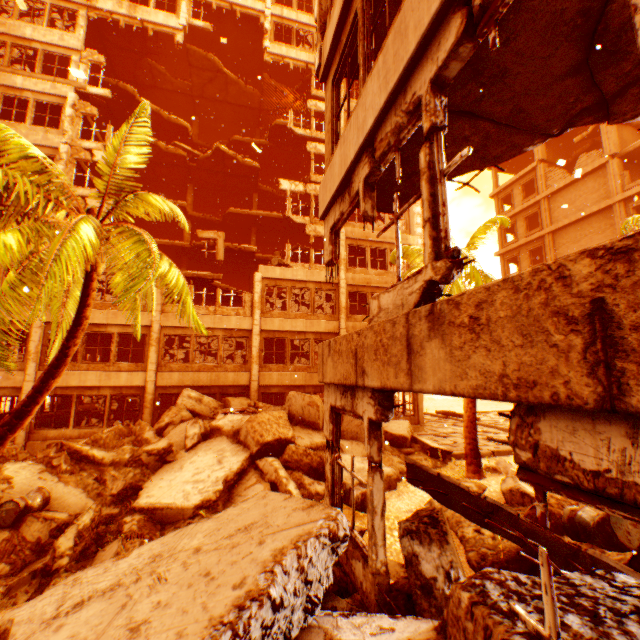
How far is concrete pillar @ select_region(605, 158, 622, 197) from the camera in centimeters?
2138cm

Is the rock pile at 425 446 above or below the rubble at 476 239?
below

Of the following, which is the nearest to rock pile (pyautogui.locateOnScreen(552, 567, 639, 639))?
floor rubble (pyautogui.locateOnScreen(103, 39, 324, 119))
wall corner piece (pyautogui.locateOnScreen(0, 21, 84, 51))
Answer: wall corner piece (pyautogui.locateOnScreen(0, 21, 84, 51))

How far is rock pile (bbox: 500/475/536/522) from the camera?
6.5m

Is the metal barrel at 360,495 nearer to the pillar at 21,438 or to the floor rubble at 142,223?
the pillar at 21,438

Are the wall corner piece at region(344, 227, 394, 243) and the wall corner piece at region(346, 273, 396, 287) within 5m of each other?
yes

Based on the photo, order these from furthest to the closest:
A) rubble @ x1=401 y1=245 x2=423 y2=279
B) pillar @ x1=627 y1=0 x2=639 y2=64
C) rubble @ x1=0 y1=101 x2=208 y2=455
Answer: rubble @ x1=401 y1=245 x2=423 y2=279 → rubble @ x1=0 y1=101 x2=208 y2=455 → pillar @ x1=627 y1=0 x2=639 y2=64

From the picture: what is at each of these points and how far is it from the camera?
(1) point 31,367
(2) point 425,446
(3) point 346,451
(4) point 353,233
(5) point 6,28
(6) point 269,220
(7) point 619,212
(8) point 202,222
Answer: (1) pillar, 14.6m
(2) rock pile, 13.1m
(3) rock pile, 11.5m
(4) wall corner piece, 20.1m
(5) wall corner piece, 16.7m
(6) floor rubble, 24.8m
(7) concrete pillar, 21.2m
(8) floor rubble, 25.0m
